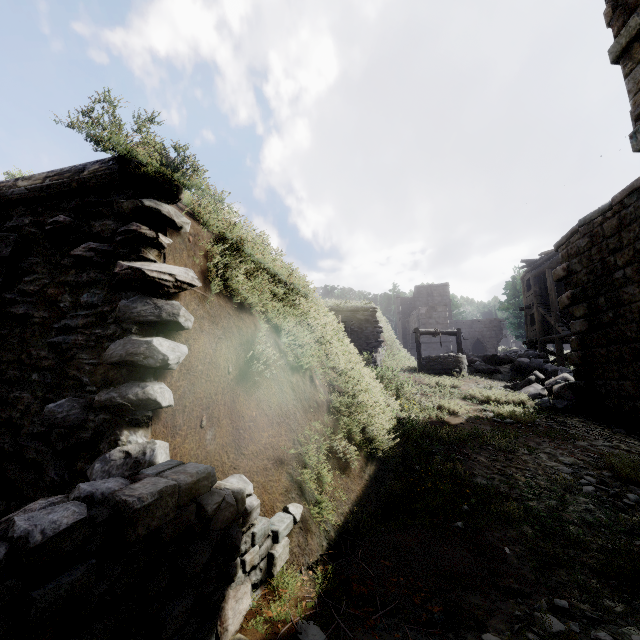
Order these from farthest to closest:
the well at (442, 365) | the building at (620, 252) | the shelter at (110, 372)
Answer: the well at (442, 365) < the building at (620, 252) < the shelter at (110, 372)

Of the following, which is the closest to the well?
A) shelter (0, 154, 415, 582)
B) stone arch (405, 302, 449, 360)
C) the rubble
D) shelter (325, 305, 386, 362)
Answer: the rubble

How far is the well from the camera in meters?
12.9 m

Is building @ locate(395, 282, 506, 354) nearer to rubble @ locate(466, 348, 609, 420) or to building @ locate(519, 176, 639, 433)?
building @ locate(519, 176, 639, 433)

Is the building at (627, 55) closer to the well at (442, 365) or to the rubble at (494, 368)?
the rubble at (494, 368)

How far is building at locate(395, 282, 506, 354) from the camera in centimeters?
3800cm

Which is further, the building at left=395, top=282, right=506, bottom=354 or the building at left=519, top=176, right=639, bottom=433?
the building at left=395, top=282, right=506, bottom=354

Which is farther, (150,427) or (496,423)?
(496,423)
